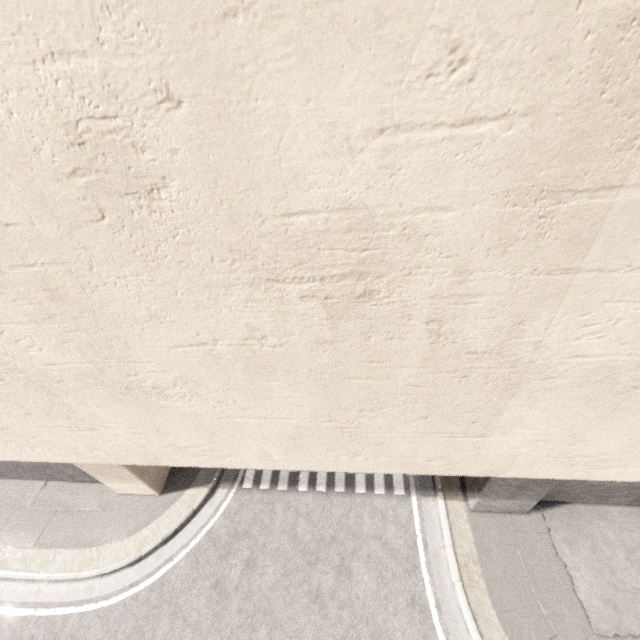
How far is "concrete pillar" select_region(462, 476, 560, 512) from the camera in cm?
674

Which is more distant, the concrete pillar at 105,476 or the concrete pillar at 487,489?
the concrete pillar at 105,476

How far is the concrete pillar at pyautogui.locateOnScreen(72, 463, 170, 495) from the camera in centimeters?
815cm

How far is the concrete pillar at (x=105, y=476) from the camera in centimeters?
815cm

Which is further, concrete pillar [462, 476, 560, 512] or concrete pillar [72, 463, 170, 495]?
concrete pillar [72, 463, 170, 495]

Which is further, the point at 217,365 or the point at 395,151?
the point at 217,365
